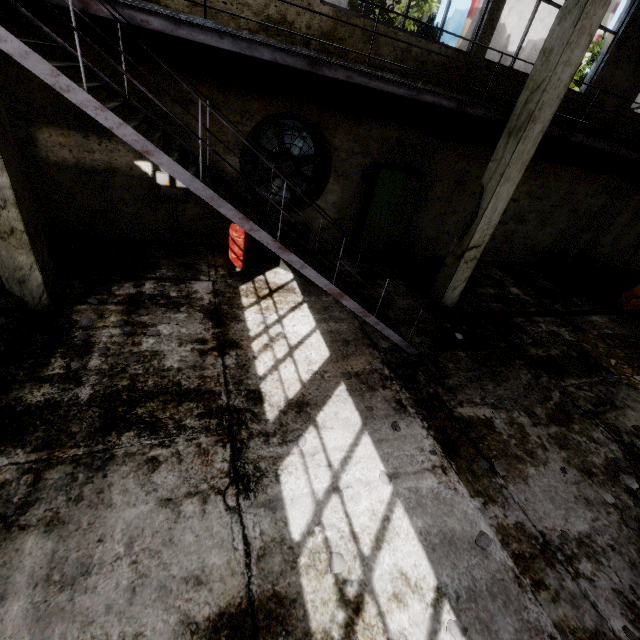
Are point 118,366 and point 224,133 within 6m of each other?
yes

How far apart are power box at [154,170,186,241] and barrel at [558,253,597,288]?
11.96m

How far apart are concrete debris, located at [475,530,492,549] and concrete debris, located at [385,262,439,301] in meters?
5.3 m

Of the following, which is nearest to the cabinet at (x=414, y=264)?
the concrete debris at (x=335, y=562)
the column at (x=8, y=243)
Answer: the concrete debris at (x=335, y=562)

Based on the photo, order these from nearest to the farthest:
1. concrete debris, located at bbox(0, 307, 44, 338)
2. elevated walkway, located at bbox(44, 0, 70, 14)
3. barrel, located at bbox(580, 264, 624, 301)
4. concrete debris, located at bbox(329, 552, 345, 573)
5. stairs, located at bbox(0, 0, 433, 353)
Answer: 1. stairs, located at bbox(0, 0, 433, 353)
2. concrete debris, located at bbox(329, 552, 345, 573)
3. elevated walkway, located at bbox(44, 0, 70, 14)
4. concrete debris, located at bbox(0, 307, 44, 338)
5. barrel, located at bbox(580, 264, 624, 301)

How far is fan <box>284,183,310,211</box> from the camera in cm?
800

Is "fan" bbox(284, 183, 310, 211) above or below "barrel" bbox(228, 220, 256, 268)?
above

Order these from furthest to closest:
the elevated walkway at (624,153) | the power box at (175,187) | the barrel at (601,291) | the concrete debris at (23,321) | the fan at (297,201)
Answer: the barrel at (601,291), the fan at (297,201), the power box at (175,187), the elevated walkway at (624,153), the concrete debris at (23,321)
